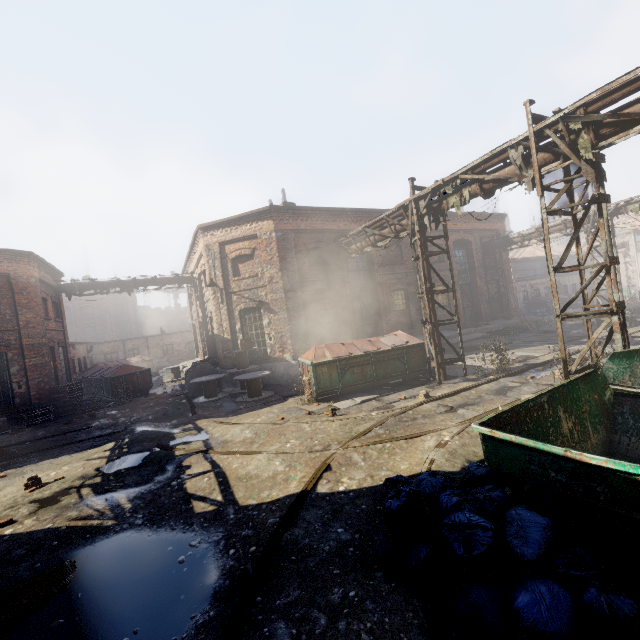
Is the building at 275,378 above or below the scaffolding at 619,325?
below

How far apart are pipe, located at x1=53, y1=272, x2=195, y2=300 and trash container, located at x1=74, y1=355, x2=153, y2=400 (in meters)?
4.40

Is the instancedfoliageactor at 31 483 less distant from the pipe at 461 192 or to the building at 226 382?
the building at 226 382

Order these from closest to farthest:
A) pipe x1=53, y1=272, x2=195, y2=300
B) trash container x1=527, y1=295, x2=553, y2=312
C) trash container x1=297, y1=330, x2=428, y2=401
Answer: trash container x1=297, y1=330, x2=428, y2=401 < pipe x1=53, y1=272, x2=195, y2=300 < trash container x1=527, y1=295, x2=553, y2=312

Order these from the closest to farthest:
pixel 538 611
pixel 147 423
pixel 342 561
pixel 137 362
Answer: pixel 538 611, pixel 342 561, pixel 147 423, pixel 137 362

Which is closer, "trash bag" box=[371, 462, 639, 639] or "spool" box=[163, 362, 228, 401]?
"trash bag" box=[371, 462, 639, 639]

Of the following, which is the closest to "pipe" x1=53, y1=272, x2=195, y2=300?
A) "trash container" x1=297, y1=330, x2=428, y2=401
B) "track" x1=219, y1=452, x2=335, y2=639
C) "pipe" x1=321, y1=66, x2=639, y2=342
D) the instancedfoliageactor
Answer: "pipe" x1=321, y1=66, x2=639, y2=342

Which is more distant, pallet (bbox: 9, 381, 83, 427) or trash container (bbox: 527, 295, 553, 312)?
trash container (bbox: 527, 295, 553, 312)
